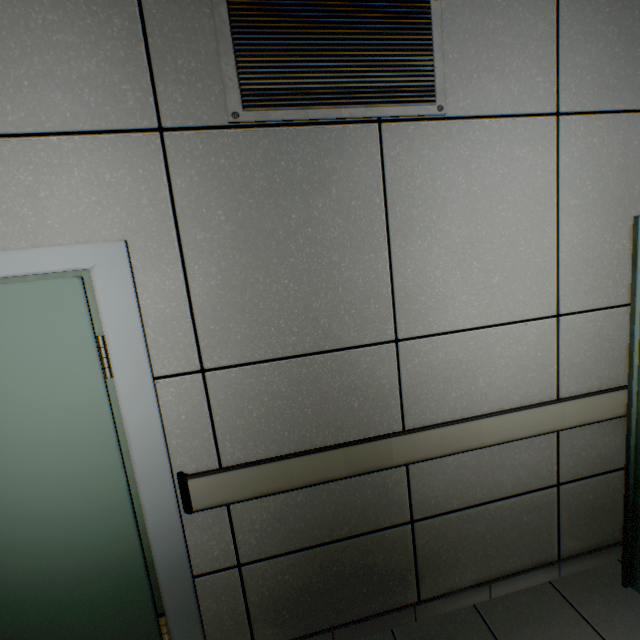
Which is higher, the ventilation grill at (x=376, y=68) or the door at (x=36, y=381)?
the ventilation grill at (x=376, y=68)

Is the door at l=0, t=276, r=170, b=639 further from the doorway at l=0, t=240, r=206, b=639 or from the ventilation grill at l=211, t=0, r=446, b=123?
the ventilation grill at l=211, t=0, r=446, b=123

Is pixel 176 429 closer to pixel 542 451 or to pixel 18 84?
pixel 18 84

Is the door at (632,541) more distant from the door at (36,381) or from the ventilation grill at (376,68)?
the door at (36,381)

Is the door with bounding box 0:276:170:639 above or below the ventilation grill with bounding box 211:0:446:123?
below

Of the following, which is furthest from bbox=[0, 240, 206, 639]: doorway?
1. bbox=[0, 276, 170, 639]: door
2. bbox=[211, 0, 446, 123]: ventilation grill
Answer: bbox=[211, 0, 446, 123]: ventilation grill

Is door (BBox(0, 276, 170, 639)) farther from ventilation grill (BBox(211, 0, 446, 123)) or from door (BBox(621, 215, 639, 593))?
door (BBox(621, 215, 639, 593))
